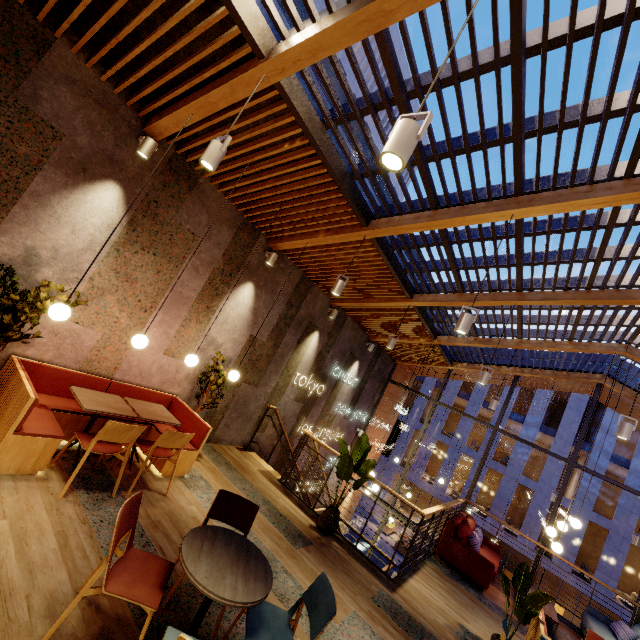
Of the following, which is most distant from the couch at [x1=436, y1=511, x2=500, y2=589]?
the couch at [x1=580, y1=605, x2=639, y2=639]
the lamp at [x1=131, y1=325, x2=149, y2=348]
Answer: the lamp at [x1=131, y1=325, x2=149, y2=348]

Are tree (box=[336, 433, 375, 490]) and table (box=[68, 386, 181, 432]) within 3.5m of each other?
yes

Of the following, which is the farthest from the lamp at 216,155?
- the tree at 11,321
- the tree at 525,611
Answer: the tree at 525,611

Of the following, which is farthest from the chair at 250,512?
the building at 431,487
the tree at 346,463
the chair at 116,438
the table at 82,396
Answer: the building at 431,487

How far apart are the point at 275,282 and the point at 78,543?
5.0m

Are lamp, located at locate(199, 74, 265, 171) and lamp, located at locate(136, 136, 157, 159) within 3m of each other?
yes

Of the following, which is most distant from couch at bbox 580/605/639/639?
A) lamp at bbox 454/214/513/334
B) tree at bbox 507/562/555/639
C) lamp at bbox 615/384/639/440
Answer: lamp at bbox 454/214/513/334

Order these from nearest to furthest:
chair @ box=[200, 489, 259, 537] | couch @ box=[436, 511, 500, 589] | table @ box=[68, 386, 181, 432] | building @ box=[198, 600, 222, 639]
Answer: building @ box=[198, 600, 222, 639], chair @ box=[200, 489, 259, 537], table @ box=[68, 386, 181, 432], couch @ box=[436, 511, 500, 589]
